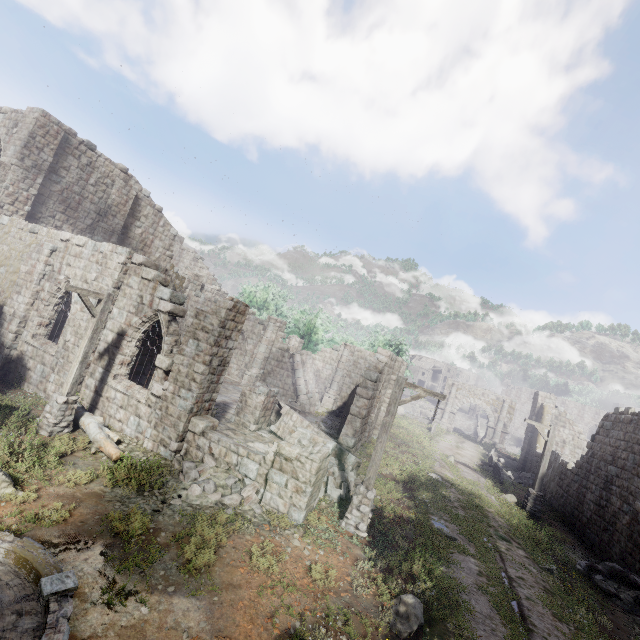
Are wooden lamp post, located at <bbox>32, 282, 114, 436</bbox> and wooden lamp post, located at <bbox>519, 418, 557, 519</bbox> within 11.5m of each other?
no

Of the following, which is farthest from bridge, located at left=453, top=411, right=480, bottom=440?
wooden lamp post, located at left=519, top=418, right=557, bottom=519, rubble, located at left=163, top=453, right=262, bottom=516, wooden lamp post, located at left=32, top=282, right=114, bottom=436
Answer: wooden lamp post, located at left=32, top=282, right=114, bottom=436

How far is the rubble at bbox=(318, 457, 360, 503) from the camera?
11.1m

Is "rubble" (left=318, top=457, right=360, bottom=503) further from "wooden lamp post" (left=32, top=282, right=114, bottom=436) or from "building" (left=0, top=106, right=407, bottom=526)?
"wooden lamp post" (left=32, top=282, right=114, bottom=436)

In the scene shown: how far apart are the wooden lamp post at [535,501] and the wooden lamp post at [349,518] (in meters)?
11.57

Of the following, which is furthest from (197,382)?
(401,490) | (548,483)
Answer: (548,483)

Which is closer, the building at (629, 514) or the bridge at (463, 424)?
the building at (629, 514)

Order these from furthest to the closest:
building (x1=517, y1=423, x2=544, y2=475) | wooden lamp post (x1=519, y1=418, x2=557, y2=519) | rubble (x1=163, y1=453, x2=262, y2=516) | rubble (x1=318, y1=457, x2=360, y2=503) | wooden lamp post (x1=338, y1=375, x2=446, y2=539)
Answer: building (x1=517, y1=423, x2=544, y2=475)
wooden lamp post (x1=519, y1=418, x2=557, y2=519)
rubble (x1=318, y1=457, x2=360, y2=503)
wooden lamp post (x1=338, y1=375, x2=446, y2=539)
rubble (x1=163, y1=453, x2=262, y2=516)
